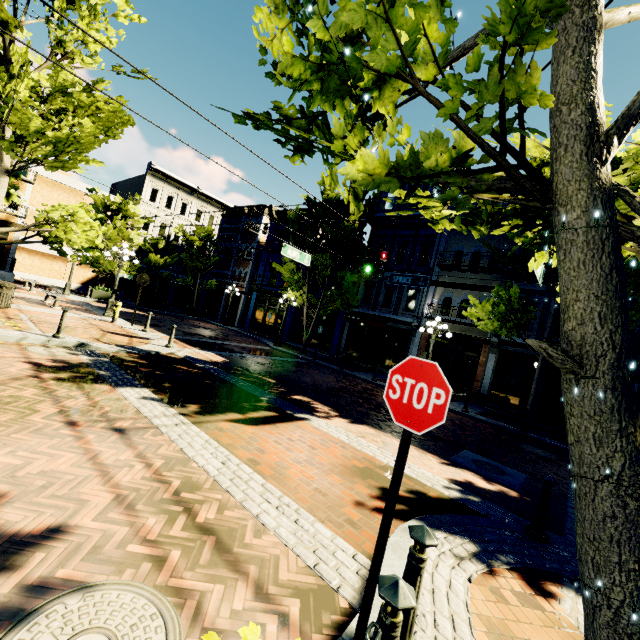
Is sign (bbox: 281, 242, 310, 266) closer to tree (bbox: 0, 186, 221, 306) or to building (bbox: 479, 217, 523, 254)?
tree (bbox: 0, 186, 221, 306)

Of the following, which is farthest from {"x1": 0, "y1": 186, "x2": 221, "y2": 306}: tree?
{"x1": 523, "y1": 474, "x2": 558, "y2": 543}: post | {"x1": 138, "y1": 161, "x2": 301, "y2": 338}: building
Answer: {"x1": 523, "y1": 474, "x2": 558, "y2": 543}: post

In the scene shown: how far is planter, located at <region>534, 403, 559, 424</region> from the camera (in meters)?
13.98

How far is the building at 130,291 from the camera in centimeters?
3210cm

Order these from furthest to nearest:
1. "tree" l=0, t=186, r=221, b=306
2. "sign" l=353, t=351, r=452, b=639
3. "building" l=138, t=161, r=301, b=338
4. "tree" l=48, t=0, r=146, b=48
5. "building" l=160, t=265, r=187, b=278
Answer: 1. "building" l=160, t=265, r=187, b=278
2. "building" l=138, t=161, r=301, b=338
3. "tree" l=0, t=186, r=221, b=306
4. "tree" l=48, t=0, r=146, b=48
5. "sign" l=353, t=351, r=452, b=639

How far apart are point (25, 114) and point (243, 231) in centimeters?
2568cm

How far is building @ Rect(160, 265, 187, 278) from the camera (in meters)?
34.72

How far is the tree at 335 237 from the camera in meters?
18.8
